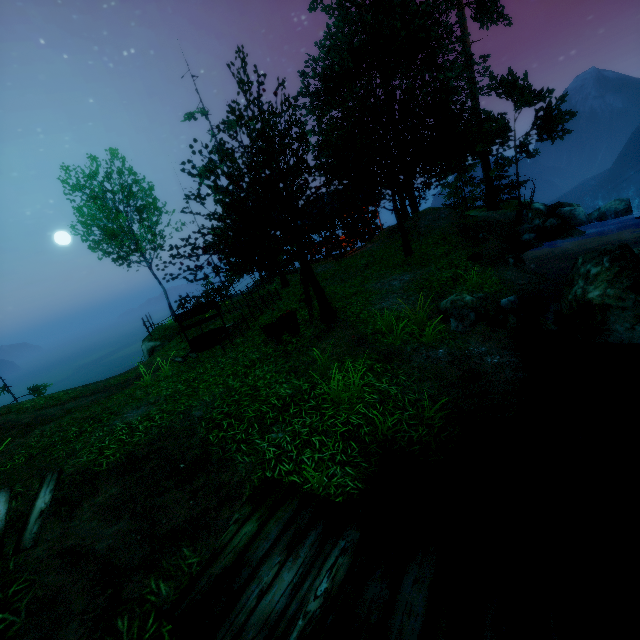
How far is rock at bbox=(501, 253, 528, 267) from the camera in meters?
12.1 m

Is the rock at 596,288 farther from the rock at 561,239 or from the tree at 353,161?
the tree at 353,161

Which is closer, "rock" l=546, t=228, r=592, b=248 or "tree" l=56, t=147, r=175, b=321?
"rock" l=546, t=228, r=592, b=248

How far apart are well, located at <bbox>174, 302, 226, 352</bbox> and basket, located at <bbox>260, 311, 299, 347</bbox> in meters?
3.9

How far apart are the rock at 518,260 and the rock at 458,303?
4.7m

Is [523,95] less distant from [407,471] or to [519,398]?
[519,398]

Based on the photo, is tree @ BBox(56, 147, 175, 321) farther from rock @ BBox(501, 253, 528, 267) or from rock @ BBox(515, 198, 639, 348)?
rock @ BBox(515, 198, 639, 348)

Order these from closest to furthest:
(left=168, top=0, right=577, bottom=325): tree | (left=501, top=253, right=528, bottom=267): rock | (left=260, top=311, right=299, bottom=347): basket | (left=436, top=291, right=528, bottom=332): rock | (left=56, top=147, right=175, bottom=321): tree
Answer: (left=436, top=291, right=528, bottom=332): rock
(left=168, top=0, right=577, bottom=325): tree
(left=260, top=311, right=299, bottom=347): basket
(left=501, top=253, right=528, bottom=267): rock
(left=56, top=147, right=175, bottom=321): tree
